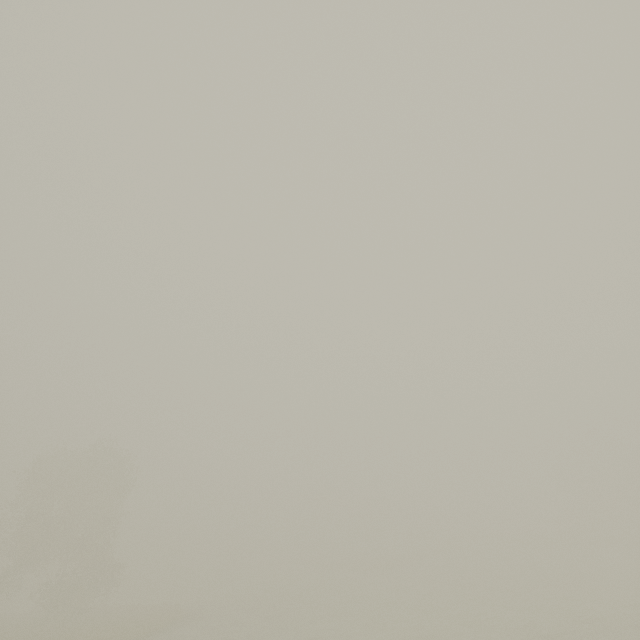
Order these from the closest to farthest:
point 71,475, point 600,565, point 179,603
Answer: point 71,475 → point 600,565 → point 179,603
